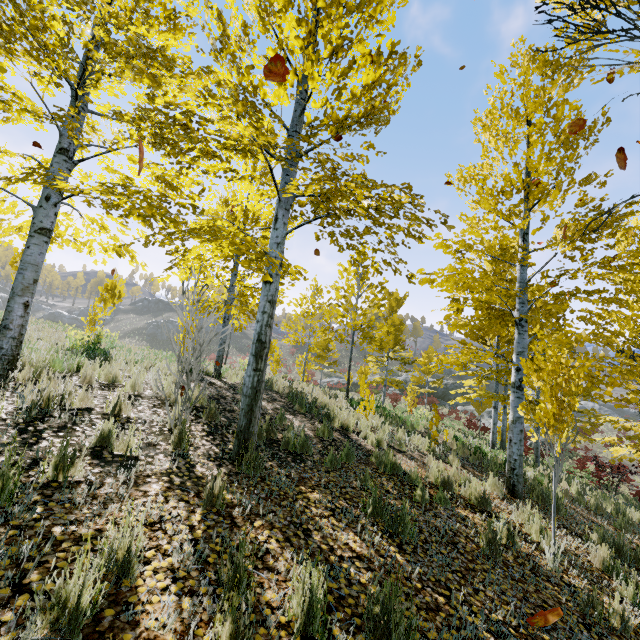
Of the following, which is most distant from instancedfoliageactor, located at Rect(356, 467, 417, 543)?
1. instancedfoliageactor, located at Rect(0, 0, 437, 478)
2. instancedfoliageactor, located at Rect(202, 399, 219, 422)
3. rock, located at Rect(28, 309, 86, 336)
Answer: rock, located at Rect(28, 309, 86, 336)

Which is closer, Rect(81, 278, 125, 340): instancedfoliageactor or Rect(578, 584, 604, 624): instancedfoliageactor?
Rect(578, 584, 604, 624): instancedfoliageactor

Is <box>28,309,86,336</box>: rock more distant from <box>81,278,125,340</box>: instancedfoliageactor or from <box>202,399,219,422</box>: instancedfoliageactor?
<box>202,399,219,422</box>: instancedfoliageactor

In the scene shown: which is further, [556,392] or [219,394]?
[219,394]

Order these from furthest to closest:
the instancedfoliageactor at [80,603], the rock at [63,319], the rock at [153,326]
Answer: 1. the rock at [153,326]
2. the rock at [63,319]
3. the instancedfoliageactor at [80,603]

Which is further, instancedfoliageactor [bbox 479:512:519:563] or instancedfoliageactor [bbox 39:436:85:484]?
instancedfoliageactor [bbox 479:512:519:563]

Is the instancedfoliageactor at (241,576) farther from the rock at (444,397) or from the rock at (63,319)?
the rock at (63,319)

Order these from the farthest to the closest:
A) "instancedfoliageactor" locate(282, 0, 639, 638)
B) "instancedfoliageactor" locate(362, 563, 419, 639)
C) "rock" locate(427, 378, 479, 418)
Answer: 1. "rock" locate(427, 378, 479, 418)
2. "instancedfoliageactor" locate(282, 0, 639, 638)
3. "instancedfoliageactor" locate(362, 563, 419, 639)
